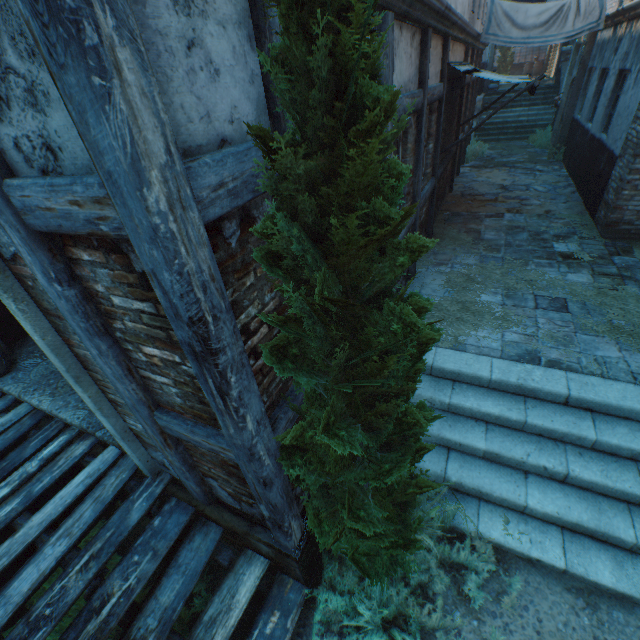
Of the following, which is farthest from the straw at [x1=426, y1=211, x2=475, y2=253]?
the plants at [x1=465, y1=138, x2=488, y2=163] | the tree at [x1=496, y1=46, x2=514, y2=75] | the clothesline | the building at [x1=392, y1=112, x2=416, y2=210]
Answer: the tree at [x1=496, y1=46, x2=514, y2=75]

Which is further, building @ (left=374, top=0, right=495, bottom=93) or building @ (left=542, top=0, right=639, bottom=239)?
building @ (left=542, top=0, right=639, bottom=239)

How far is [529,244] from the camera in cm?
702

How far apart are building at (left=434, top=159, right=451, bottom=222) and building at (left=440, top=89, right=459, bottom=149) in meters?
0.2

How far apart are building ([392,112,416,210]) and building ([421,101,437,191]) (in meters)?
0.29

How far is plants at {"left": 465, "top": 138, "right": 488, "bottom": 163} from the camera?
13.35m

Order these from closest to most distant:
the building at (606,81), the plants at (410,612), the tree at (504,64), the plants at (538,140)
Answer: the plants at (410,612)
the building at (606,81)
the plants at (538,140)
the tree at (504,64)

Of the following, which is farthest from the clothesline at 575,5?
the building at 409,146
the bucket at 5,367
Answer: the bucket at 5,367
